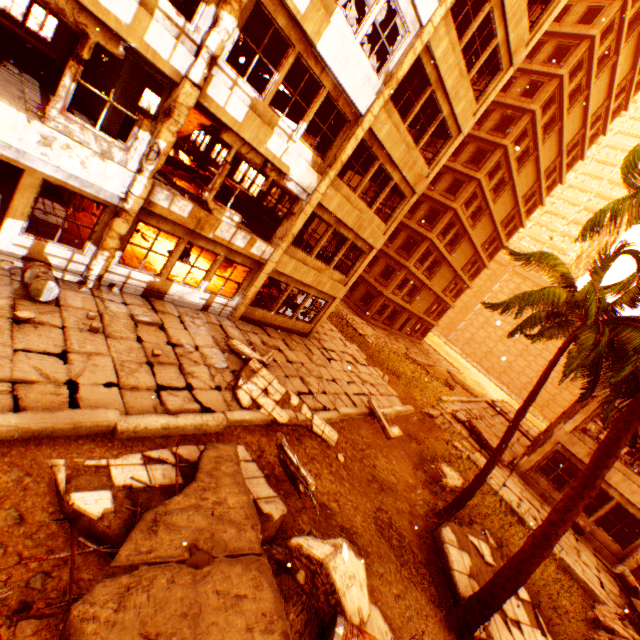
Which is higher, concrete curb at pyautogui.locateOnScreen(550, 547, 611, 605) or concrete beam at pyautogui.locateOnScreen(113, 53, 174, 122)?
concrete beam at pyautogui.locateOnScreen(113, 53, 174, 122)

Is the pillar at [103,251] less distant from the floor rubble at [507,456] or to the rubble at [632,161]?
the rubble at [632,161]

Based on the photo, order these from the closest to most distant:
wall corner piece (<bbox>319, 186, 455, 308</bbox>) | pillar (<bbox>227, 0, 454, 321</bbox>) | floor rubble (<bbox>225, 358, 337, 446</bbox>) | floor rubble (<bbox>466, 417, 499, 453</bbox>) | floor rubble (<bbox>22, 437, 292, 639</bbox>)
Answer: floor rubble (<bbox>22, 437, 292, 639</bbox>) → floor rubble (<bbox>225, 358, 337, 446</bbox>) → pillar (<bbox>227, 0, 454, 321</bbox>) → wall corner piece (<bbox>319, 186, 455, 308</bbox>) → floor rubble (<bbox>466, 417, 499, 453</bbox>)

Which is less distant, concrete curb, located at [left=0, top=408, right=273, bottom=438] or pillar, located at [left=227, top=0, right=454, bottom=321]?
concrete curb, located at [left=0, top=408, right=273, bottom=438]

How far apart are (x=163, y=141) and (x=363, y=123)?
6.42m

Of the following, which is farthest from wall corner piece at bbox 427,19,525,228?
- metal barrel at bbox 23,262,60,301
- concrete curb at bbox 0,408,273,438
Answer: concrete curb at bbox 0,408,273,438

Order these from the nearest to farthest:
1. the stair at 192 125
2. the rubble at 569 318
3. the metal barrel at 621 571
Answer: the rubble at 569 318
the metal barrel at 621 571
the stair at 192 125

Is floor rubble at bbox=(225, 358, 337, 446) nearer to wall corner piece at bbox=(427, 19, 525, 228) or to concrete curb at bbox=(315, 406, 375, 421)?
concrete curb at bbox=(315, 406, 375, 421)
